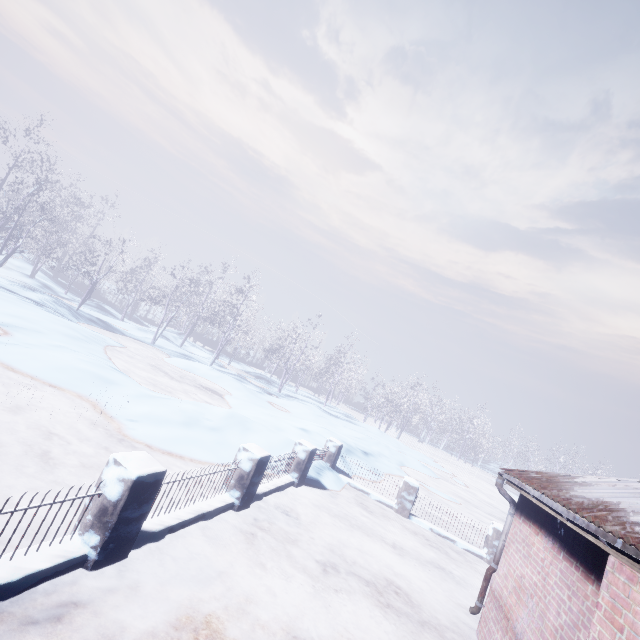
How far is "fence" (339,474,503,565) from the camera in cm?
812

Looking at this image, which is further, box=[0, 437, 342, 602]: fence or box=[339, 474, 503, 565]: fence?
box=[339, 474, 503, 565]: fence

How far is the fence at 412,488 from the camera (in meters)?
8.12

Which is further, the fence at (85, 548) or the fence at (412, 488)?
the fence at (412, 488)

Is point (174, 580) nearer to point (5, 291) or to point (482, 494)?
point (5, 291)
